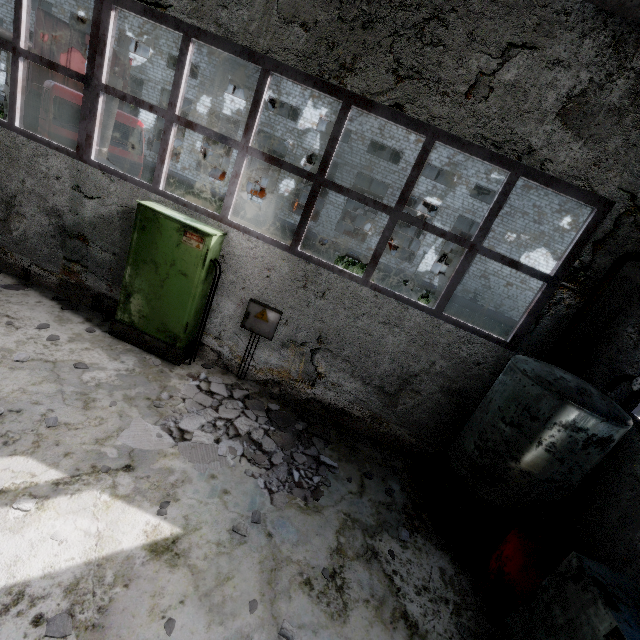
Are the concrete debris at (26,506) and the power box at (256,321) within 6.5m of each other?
yes

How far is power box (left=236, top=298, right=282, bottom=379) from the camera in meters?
5.7 m

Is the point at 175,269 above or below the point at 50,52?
below

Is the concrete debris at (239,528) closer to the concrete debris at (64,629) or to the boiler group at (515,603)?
the concrete debris at (64,629)

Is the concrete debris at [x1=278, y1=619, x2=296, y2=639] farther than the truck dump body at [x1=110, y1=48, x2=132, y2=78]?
No

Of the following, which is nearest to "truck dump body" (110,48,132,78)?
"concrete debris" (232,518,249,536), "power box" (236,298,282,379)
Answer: "power box" (236,298,282,379)

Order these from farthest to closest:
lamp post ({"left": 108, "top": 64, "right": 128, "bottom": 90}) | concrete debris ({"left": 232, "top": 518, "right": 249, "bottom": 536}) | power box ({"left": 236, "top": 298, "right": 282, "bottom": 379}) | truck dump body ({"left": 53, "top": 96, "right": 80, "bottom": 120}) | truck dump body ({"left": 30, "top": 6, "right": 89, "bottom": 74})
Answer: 1. truck dump body ({"left": 53, "top": 96, "right": 80, "bottom": 120})
2. truck dump body ({"left": 30, "top": 6, "right": 89, "bottom": 74})
3. lamp post ({"left": 108, "top": 64, "right": 128, "bottom": 90})
4. power box ({"left": 236, "top": 298, "right": 282, "bottom": 379})
5. concrete debris ({"left": 232, "top": 518, "right": 249, "bottom": 536})
